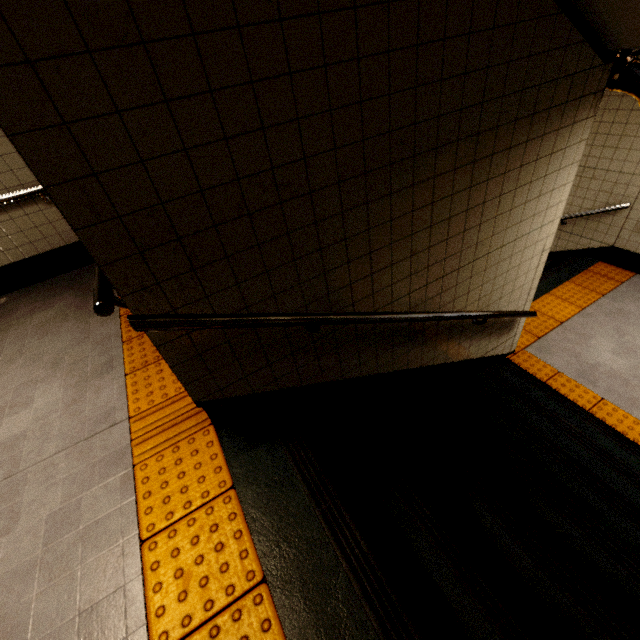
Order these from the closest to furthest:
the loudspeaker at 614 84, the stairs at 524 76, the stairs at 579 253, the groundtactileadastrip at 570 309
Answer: the stairs at 524 76 → the loudspeaker at 614 84 → the groundtactileadastrip at 570 309 → the stairs at 579 253

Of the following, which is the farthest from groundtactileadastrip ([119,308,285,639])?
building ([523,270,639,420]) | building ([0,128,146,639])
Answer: building ([523,270,639,420])

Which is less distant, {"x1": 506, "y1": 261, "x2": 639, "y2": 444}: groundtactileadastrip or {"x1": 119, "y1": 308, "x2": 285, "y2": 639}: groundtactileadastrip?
{"x1": 119, "y1": 308, "x2": 285, "y2": 639}: groundtactileadastrip

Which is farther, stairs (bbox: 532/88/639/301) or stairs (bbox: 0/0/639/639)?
stairs (bbox: 532/88/639/301)

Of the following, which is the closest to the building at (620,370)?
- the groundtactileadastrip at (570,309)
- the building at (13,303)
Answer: the groundtactileadastrip at (570,309)

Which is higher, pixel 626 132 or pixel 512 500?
pixel 626 132

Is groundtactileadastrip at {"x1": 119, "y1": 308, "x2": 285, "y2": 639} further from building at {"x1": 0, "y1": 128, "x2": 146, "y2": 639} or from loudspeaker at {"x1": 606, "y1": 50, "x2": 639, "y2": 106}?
loudspeaker at {"x1": 606, "y1": 50, "x2": 639, "y2": 106}

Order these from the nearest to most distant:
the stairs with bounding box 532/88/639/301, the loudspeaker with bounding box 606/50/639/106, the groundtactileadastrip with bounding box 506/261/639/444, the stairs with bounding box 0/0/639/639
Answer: the stairs with bounding box 0/0/639/639, the loudspeaker with bounding box 606/50/639/106, the groundtactileadastrip with bounding box 506/261/639/444, the stairs with bounding box 532/88/639/301
